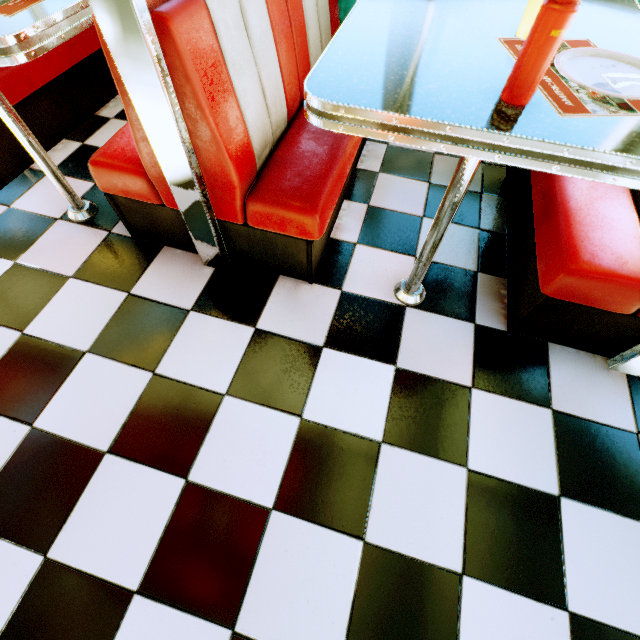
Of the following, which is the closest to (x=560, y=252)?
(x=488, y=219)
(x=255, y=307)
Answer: (x=488, y=219)

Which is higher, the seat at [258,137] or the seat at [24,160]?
the seat at [258,137]

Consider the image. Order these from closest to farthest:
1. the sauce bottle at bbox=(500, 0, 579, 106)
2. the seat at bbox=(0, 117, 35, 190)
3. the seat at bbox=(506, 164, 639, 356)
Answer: the sauce bottle at bbox=(500, 0, 579, 106)
the seat at bbox=(506, 164, 639, 356)
the seat at bbox=(0, 117, 35, 190)

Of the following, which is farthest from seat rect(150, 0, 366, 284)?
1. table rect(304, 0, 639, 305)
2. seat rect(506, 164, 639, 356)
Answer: seat rect(506, 164, 639, 356)

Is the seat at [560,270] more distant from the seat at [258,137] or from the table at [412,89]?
the seat at [258,137]

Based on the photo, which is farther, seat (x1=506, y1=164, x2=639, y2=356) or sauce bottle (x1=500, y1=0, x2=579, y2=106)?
seat (x1=506, y1=164, x2=639, y2=356)

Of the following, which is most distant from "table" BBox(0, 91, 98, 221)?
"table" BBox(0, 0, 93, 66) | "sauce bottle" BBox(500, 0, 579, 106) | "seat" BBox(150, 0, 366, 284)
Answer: "sauce bottle" BBox(500, 0, 579, 106)

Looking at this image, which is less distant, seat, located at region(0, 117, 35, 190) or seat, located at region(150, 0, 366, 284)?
seat, located at region(150, 0, 366, 284)
